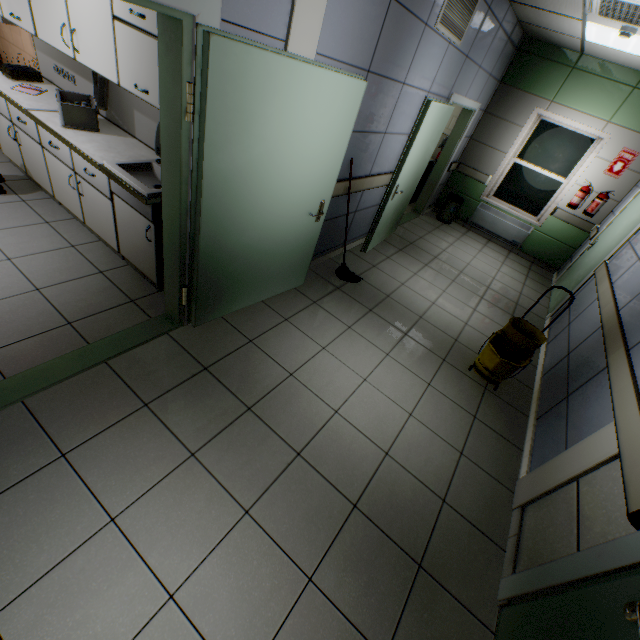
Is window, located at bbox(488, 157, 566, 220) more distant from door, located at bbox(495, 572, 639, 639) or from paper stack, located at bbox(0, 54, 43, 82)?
paper stack, located at bbox(0, 54, 43, 82)

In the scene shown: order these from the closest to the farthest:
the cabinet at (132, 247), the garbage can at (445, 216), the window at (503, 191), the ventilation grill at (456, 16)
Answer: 1. the cabinet at (132, 247)
2. the ventilation grill at (456, 16)
3. the window at (503, 191)
4. the garbage can at (445, 216)

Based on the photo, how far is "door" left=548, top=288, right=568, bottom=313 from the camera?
5.06m

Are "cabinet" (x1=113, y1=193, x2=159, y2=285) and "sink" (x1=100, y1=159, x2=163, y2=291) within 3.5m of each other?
yes

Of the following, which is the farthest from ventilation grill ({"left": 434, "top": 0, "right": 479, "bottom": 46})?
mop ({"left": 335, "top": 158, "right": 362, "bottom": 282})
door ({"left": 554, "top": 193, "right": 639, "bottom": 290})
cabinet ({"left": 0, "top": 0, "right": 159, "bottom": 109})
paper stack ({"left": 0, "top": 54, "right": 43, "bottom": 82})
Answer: paper stack ({"left": 0, "top": 54, "right": 43, "bottom": 82})

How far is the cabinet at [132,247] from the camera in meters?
2.7

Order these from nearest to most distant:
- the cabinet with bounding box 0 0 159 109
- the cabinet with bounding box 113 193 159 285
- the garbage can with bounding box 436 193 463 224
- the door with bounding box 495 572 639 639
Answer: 1. the door with bounding box 495 572 639 639
2. the cabinet with bounding box 0 0 159 109
3. the cabinet with bounding box 113 193 159 285
4. the garbage can with bounding box 436 193 463 224

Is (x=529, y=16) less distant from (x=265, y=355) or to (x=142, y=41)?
(x=142, y=41)
